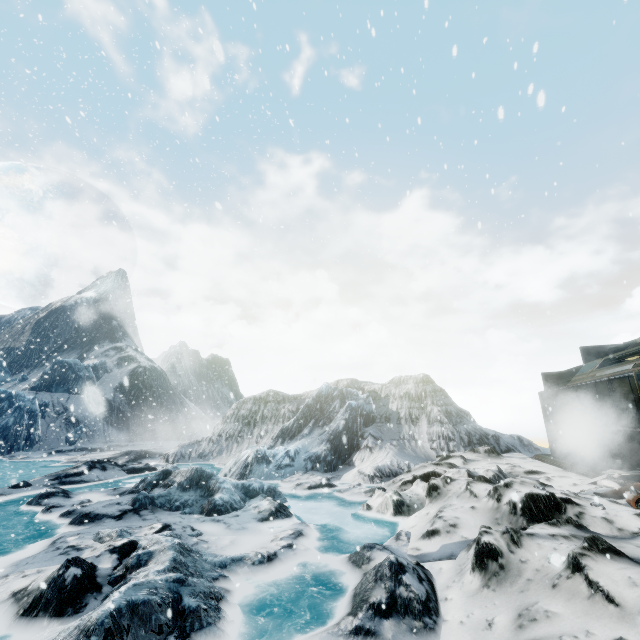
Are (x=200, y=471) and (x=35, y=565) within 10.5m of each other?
yes
